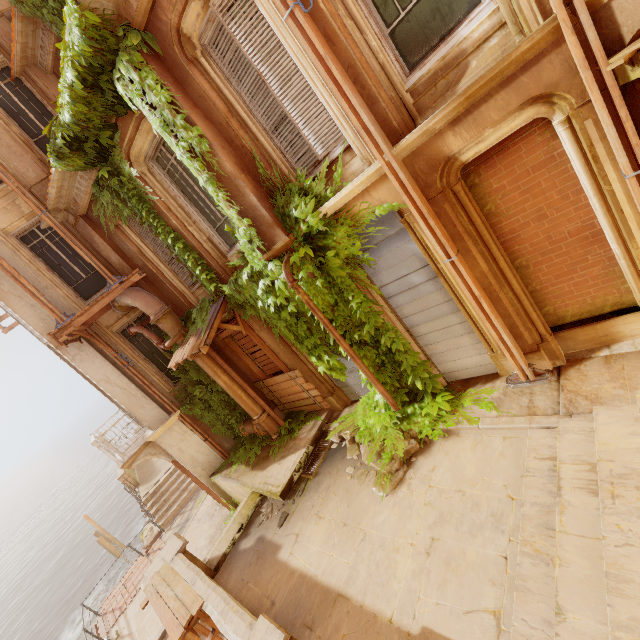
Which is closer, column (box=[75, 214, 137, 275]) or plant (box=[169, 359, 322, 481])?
column (box=[75, 214, 137, 275])

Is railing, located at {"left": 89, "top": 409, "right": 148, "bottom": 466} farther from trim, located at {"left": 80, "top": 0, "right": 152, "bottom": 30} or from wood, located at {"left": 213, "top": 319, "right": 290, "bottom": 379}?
trim, located at {"left": 80, "top": 0, "right": 152, "bottom": 30}

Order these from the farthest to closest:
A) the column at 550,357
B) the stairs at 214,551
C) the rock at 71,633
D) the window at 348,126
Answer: the rock at 71,633, the stairs at 214,551, the window at 348,126, the column at 550,357

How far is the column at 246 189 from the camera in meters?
5.3

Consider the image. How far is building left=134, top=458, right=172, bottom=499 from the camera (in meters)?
17.56

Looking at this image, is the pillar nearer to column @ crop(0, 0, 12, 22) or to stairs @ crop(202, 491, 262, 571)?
stairs @ crop(202, 491, 262, 571)

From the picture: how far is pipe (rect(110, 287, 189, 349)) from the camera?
8.7 meters

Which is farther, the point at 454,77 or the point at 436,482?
the point at 436,482
